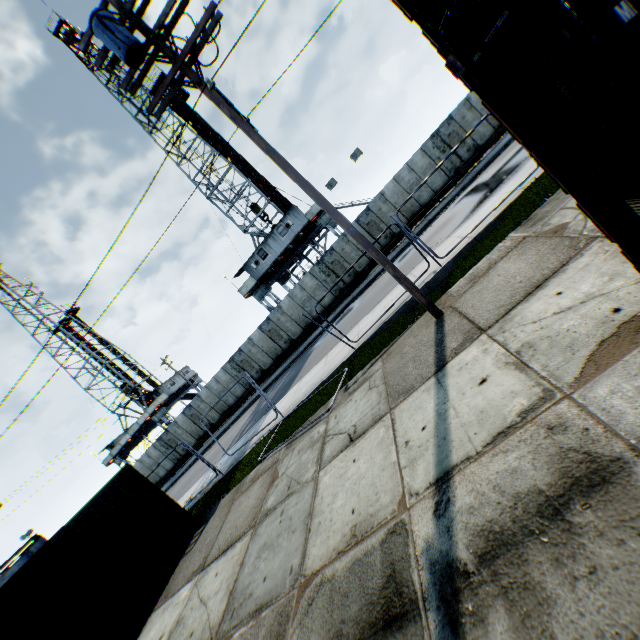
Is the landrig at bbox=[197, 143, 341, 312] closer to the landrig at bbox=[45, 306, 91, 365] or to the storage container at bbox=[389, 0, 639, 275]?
the landrig at bbox=[45, 306, 91, 365]

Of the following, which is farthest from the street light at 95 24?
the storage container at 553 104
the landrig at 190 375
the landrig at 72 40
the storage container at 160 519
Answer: the landrig at 190 375

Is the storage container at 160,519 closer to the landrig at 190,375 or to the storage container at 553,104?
the storage container at 553,104

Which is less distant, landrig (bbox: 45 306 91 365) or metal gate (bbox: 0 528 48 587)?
metal gate (bbox: 0 528 48 587)

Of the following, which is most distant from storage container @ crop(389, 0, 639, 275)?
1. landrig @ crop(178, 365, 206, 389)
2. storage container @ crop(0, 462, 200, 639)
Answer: landrig @ crop(178, 365, 206, 389)

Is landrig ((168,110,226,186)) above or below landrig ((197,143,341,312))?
above

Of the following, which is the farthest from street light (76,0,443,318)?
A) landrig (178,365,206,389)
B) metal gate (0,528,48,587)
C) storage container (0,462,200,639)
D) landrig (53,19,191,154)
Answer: metal gate (0,528,48,587)

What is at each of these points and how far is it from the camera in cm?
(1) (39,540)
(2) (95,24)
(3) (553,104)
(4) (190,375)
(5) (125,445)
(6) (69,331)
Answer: (1) metal gate, 3272
(2) street light, 580
(3) storage container, 256
(4) landrig, 4606
(5) landrig, 4103
(6) landrig, 4700
